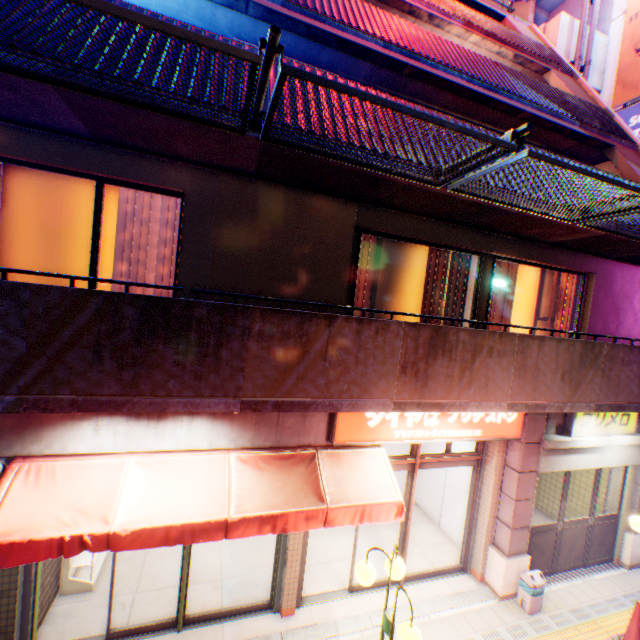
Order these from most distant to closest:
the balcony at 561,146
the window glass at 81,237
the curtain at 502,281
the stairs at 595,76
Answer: the stairs at 595,76 → the balcony at 561,146 → the curtain at 502,281 → the window glass at 81,237

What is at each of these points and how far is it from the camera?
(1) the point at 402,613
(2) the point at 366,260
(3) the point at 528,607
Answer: (1) concrete curb, 5.9 meters
(2) curtain, 5.8 meters
(3) trash box, 6.2 meters

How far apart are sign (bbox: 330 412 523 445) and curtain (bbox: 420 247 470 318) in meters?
1.4 m

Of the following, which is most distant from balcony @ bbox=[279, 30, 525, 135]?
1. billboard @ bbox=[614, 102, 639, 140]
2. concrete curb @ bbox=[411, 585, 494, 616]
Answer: concrete curb @ bbox=[411, 585, 494, 616]

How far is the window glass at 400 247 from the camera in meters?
6.2 m

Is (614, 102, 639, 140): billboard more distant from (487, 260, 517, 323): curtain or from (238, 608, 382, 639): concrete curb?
(238, 608, 382, 639): concrete curb

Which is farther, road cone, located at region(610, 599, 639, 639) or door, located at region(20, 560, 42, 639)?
road cone, located at region(610, 599, 639, 639)

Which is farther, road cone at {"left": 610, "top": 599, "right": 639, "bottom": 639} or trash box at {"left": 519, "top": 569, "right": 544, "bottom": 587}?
trash box at {"left": 519, "top": 569, "right": 544, "bottom": 587}
